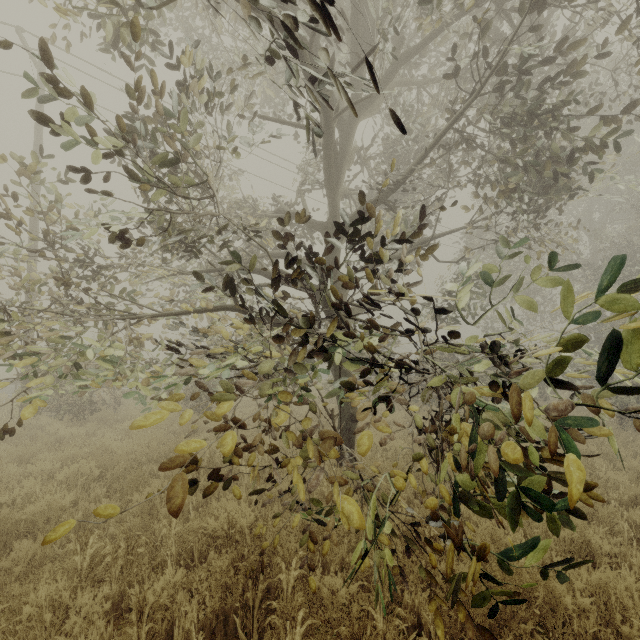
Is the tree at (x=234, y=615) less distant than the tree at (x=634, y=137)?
No

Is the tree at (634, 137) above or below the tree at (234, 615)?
above

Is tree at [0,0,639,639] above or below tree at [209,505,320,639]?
above

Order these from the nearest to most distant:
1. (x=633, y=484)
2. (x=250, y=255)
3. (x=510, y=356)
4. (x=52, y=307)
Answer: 1. (x=633, y=484)
2. (x=250, y=255)
3. (x=510, y=356)
4. (x=52, y=307)

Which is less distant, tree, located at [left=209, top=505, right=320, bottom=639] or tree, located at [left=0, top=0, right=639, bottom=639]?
tree, located at [left=0, top=0, right=639, bottom=639]
